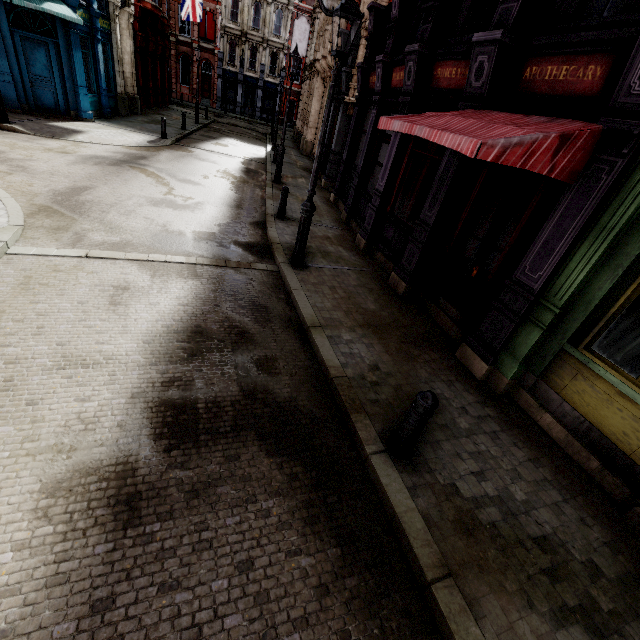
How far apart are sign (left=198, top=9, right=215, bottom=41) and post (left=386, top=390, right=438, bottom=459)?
49.4 meters

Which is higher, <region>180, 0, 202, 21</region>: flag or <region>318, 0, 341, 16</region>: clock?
<region>180, 0, 202, 21</region>: flag

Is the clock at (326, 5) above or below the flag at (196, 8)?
below

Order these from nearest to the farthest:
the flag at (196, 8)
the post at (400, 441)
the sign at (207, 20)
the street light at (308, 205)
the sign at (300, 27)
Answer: the post at (400, 441) < the street light at (308, 205) < the sign at (300, 27) < the flag at (196, 8) < the sign at (207, 20)

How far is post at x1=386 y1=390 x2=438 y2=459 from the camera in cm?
333

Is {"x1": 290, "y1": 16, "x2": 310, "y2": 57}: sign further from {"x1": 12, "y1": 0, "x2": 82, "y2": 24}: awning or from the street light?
Answer: the street light

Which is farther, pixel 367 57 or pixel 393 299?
pixel 367 57

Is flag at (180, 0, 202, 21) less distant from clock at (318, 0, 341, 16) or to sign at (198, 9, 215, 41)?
sign at (198, 9, 215, 41)
